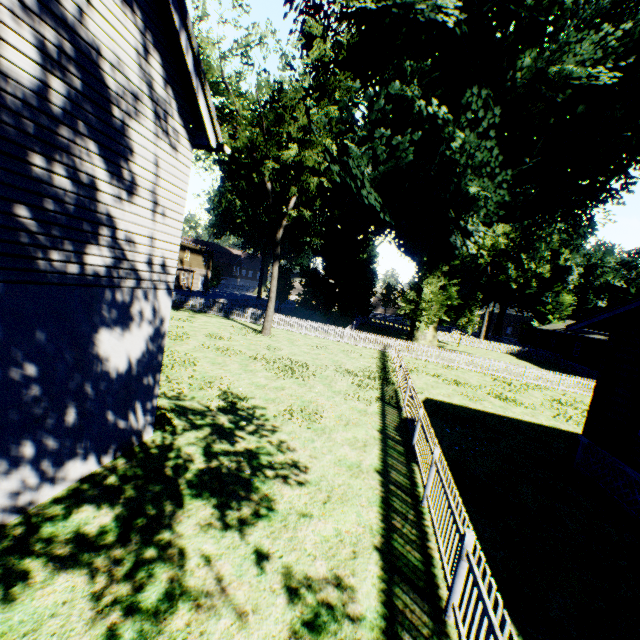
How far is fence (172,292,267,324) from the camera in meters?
28.1

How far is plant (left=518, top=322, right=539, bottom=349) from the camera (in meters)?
54.98

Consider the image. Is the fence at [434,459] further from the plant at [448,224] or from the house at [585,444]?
the house at [585,444]

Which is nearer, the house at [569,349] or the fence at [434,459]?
the fence at [434,459]

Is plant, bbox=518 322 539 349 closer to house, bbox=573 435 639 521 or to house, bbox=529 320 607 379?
house, bbox=529 320 607 379

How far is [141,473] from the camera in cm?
624

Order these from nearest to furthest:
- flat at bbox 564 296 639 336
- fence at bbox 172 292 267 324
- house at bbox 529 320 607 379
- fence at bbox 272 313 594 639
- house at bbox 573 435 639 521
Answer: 1. fence at bbox 272 313 594 639
2. house at bbox 573 435 639 521
3. flat at bbox 564 296 639 336
4. fence at bbox 172 292 267 324
5. house at bbox 529 320 607 379

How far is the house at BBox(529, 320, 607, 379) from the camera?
34.3m
